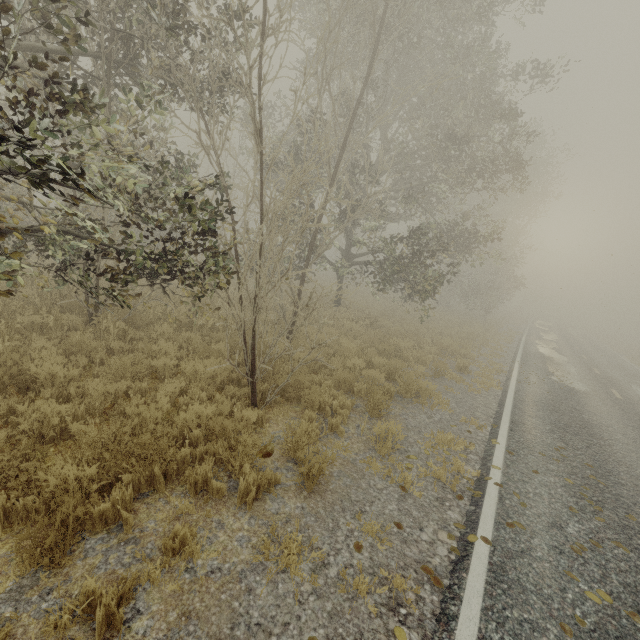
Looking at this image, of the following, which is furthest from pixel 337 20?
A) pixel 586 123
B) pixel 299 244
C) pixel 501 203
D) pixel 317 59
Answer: pixel 501 203

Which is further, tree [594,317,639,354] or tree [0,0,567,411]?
tree [594,317,639,354]

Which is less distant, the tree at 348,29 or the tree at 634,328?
the tree at 348,29
